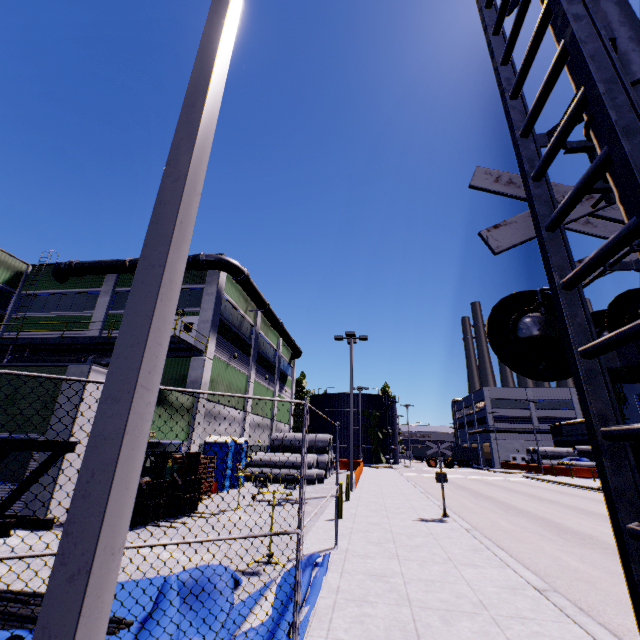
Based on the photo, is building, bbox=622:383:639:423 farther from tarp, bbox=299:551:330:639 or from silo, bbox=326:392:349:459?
tarp, bbox=299:551:330:639

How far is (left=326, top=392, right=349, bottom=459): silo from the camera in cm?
5638

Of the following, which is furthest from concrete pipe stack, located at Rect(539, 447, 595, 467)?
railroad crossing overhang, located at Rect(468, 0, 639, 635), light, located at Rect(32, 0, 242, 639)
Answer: railroad crossing overhang, located at Rect(468, 0, 639, 635)

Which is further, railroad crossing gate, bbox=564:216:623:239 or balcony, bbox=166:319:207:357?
balcony, bbox=166:319:207:357

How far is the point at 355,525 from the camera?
10.81m

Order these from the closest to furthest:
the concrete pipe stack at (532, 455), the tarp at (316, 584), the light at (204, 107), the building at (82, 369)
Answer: the light at (204, 107)
the tarp at (316, 584)
the building at (82, 369)
the concrete pipe stack at (532, 455)

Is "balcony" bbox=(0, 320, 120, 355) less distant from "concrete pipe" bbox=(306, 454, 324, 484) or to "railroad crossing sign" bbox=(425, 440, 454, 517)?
"concrete pipe" bbox=(306, 454, 324, 484)

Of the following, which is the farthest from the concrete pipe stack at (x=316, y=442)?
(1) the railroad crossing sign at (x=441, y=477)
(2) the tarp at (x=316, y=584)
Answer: (1) the railroad crossing sign at (x=441, y=477)
